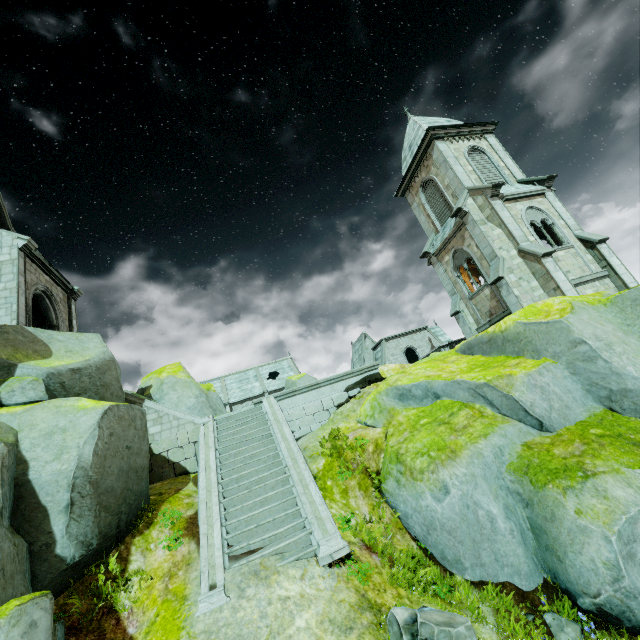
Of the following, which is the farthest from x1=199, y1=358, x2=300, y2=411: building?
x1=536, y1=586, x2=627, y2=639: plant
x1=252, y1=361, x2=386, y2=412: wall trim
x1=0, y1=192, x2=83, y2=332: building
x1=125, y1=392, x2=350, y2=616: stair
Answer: x1=0, y1=192, x2=83, y2=332: building

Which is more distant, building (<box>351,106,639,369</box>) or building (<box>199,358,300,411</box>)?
building (<box>199,358,300,411</box>)

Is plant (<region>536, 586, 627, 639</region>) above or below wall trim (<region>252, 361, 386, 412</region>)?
below

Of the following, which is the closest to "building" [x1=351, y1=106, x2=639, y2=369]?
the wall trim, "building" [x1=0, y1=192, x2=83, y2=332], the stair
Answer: the wall trim

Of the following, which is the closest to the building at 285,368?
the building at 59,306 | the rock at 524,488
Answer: the rock at 524,488

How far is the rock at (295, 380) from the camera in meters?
23.2

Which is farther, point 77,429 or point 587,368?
point 587,368

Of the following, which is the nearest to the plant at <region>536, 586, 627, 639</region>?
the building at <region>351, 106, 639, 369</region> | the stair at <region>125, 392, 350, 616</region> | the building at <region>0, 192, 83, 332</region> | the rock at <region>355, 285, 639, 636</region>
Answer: the rock at <region>355, 285, 639, 636</region>
